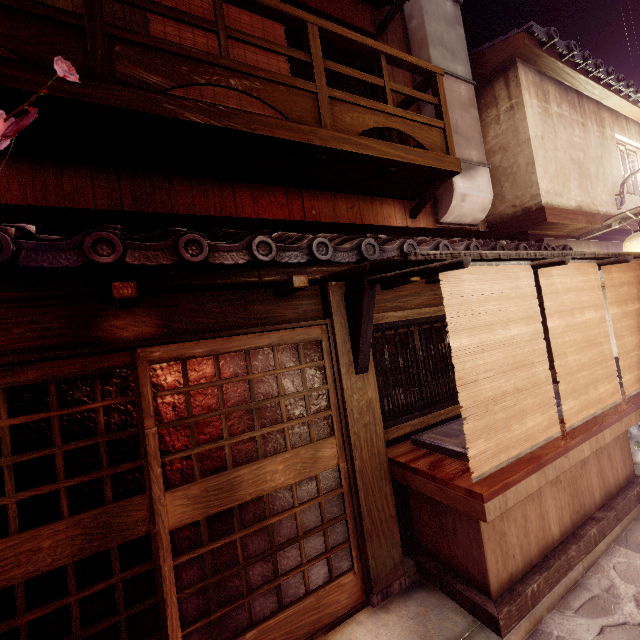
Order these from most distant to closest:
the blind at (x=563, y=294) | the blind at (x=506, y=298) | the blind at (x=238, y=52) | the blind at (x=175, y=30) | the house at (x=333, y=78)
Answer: the house at (x=333, y=78) < the blind at (x=238, y=52) < the blind at (x=175, y=30) < the blind at (x=563, y=294) < the blind at (x=506, y=298)

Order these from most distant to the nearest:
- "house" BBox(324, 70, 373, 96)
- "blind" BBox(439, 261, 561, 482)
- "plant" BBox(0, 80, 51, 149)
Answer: "house" BBox(324, 70, 373, 96)
"blind" BBox(439, 261, 561, 482)
"plant" BBox(0, 80, 51, 149)

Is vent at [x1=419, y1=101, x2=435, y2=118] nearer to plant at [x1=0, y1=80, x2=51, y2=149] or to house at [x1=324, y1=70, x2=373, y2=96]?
house at [x1=324, y1=70, x2=373, y2=96]

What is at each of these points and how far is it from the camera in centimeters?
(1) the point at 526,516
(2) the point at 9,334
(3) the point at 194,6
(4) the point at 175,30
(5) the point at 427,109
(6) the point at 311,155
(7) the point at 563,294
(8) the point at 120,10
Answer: (1) table, 578cm
(2) wood panel, 401cm
(3) blind, 736cm
(4) blind, 709cm
(5) vent, 1048cm
(6) terrace, 693cm
(7) blind, 604cm
(8) house, 666cm

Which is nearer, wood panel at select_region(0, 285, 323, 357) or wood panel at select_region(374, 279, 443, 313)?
wood panel at select_region(0, 285, 323, 357)

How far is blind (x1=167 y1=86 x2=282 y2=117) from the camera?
7.1m

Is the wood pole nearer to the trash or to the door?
the door

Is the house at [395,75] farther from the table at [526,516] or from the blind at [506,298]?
the table at [526,516]
